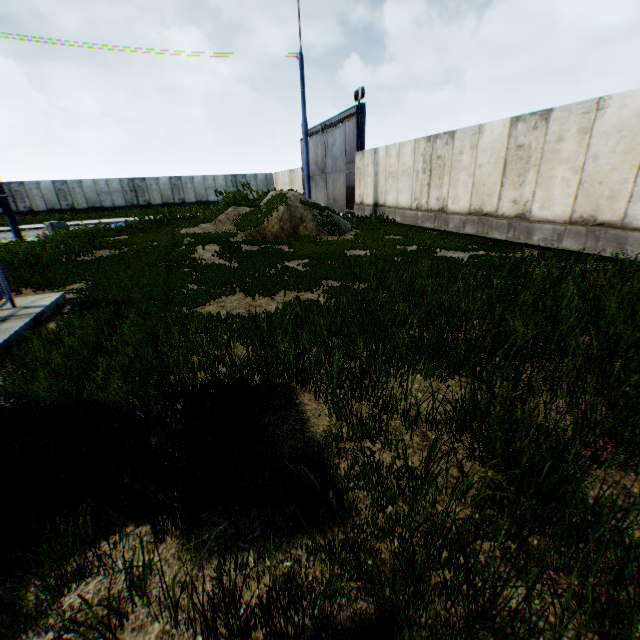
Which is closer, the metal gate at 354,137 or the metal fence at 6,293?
the metal fence at 6,293

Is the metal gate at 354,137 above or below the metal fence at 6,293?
above

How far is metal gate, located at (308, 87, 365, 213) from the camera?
19.2m

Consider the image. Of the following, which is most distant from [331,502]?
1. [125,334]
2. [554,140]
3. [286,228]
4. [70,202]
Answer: [70,202]

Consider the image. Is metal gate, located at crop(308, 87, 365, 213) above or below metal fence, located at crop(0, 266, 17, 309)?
above

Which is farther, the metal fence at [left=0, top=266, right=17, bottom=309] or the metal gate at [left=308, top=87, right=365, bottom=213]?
the metal gate at [left=308, top=87, right=365, bottom=213]
